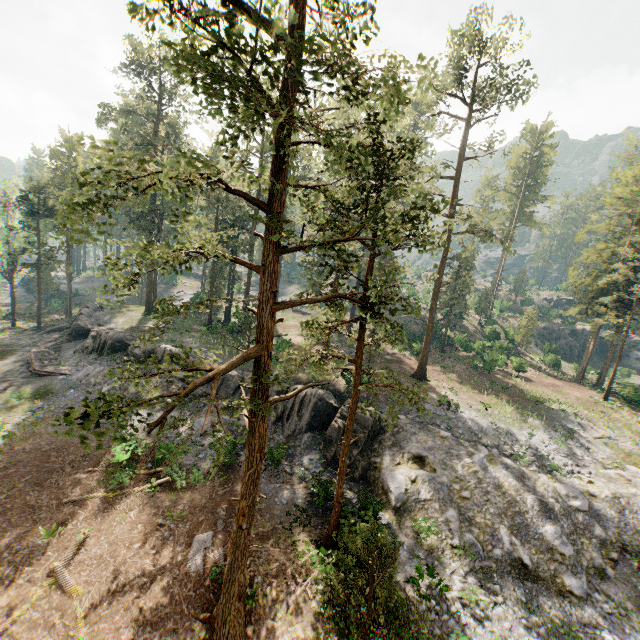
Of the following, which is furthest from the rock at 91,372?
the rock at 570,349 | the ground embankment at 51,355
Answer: the rock at 570,349

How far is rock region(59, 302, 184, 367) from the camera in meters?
30.0 m

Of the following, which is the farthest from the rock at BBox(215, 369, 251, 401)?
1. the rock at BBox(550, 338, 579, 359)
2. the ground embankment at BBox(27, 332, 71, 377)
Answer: the rock at BBox(550, 338, 579, 359)

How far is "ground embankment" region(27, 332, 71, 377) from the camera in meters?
29.3 m

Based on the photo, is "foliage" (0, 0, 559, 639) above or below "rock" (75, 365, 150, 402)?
above

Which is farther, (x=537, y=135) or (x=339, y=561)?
(x=537, y=135)
